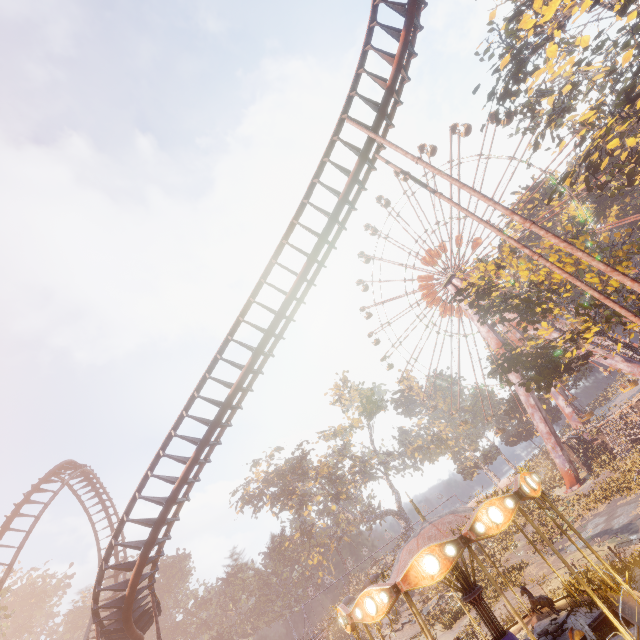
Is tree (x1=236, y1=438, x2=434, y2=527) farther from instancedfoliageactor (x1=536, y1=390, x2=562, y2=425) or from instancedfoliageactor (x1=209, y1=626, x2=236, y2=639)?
instancedfoliageactor (x1=209, y1=626, x2=236, y2=639)

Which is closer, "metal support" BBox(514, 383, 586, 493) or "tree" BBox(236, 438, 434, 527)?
"metal support" BBox(514, 383, 586, 493)

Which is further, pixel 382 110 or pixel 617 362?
pixel 617 362

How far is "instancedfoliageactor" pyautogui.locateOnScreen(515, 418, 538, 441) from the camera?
56.3 meters

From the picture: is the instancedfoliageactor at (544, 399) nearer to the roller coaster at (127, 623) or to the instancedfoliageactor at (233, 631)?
the roller coaster at (127, 623)

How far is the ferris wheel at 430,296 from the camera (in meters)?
46.28

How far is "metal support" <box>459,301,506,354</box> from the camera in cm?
4075

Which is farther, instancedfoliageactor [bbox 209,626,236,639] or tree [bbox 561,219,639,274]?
instancedfoliageactor [bbox 209,626,236,639]
